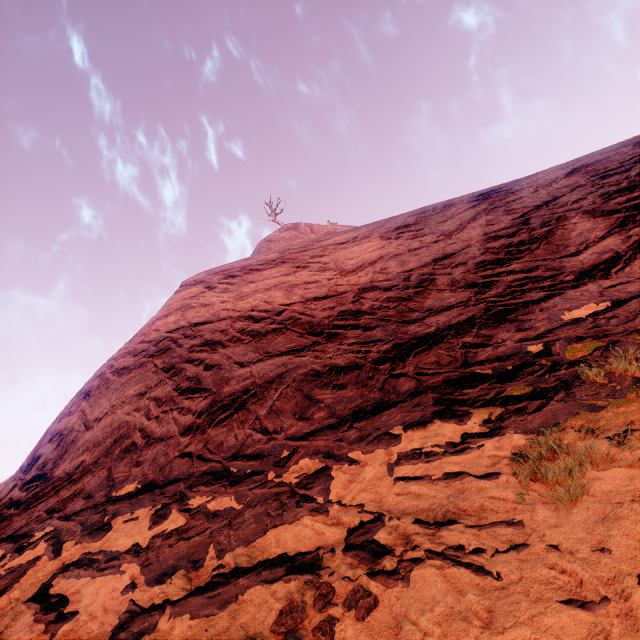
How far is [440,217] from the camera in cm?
1005
